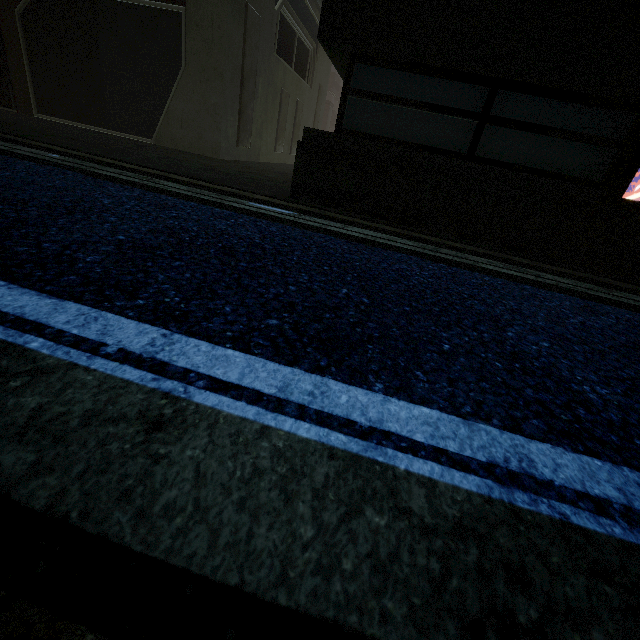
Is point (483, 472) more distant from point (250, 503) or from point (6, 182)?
point (6, 182)
